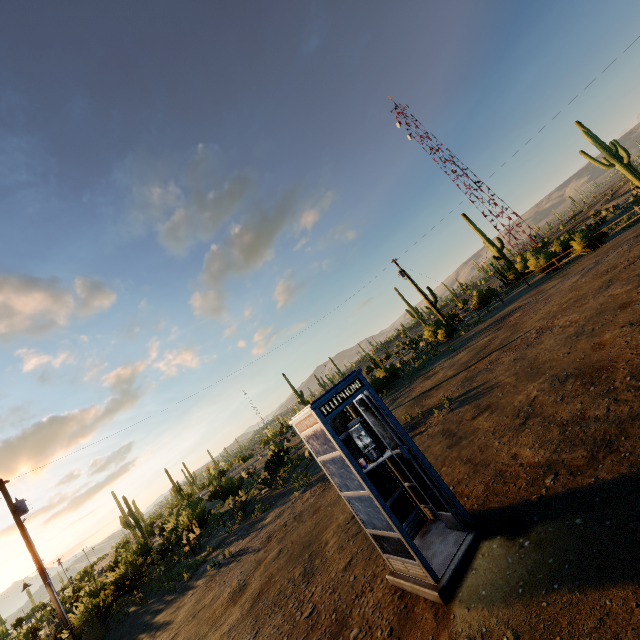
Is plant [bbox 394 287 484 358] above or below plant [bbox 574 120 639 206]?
below

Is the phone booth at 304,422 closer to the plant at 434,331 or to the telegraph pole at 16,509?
the telegraph pole at 16,509

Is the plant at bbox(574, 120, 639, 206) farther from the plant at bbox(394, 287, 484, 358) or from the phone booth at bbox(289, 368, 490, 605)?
the phone booth at bbox(289, 368, 490, 605)

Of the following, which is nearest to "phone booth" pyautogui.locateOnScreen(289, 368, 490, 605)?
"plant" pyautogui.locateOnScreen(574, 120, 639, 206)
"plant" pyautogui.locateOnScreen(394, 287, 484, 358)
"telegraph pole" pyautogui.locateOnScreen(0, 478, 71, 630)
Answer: "telegraph pole" pyautogui.locateOnScreen(0, 478, 71, 630)

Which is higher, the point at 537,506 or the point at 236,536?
the point at 236,536

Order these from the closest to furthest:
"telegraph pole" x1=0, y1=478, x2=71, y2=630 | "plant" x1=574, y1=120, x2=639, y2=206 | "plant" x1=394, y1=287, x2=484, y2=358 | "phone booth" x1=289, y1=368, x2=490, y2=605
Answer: "phone booth" x1=289, y1=368, x2=490, y2=605 < "telegraph pole" x1=0, y1=478, x2=71, y2=630 < "plant" x1=394, y1=287, x2=484, y2=358 < "plant" x1=574, y1=120, x2=639, y2=206

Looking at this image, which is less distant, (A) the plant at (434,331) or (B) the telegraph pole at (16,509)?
(B) the telegraph pole at (16,509)

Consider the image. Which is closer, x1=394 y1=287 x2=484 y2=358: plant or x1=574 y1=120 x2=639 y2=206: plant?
x1=394 y1=287 x2=484 y2=358: plant
